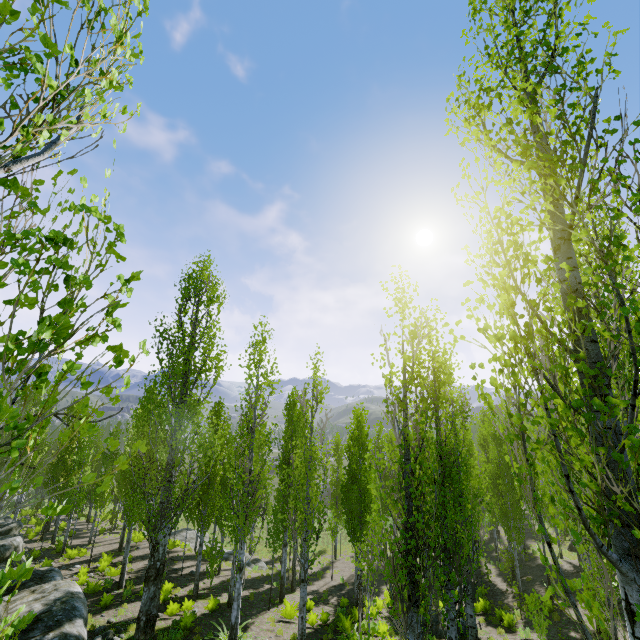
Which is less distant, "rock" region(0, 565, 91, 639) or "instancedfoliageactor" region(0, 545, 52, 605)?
"instancedfoliageactor" region(0, 545, 52, 605)

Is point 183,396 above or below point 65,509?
above

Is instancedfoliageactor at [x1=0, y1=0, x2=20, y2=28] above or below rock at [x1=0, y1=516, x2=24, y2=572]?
above

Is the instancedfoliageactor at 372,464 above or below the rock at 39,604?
above

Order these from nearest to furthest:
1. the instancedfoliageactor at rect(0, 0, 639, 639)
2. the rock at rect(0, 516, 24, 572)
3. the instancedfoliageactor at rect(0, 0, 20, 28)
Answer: the instancedfoliageactor at rect(0, 0, 20, 28) → the instancedfoliageactor at rect(0, 0, 639, 639) → the rock at rect(0, 516, 24, 572)

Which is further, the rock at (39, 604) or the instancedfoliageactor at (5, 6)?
the rock at (39, 604)

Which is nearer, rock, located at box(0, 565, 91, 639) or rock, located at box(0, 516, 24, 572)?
rock, located at box(0, 565, 91, 639)
